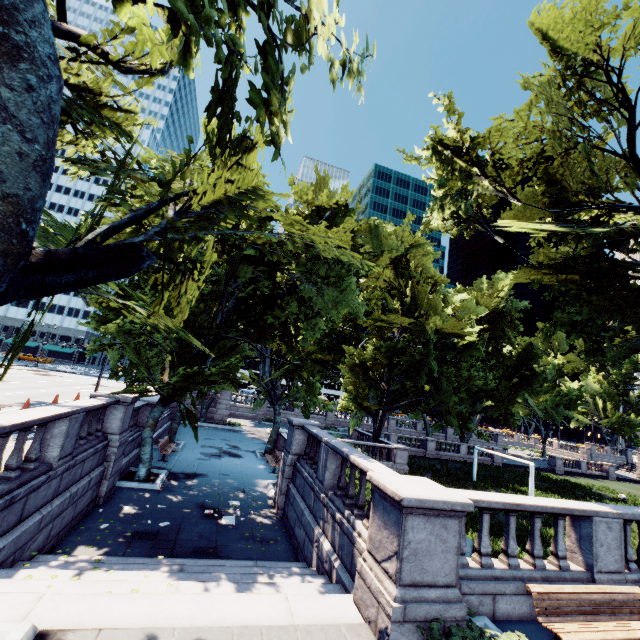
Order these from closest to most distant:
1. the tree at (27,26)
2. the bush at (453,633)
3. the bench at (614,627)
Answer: the tree at (27,26) < the bush at (453,633) < the bench at (614,627)

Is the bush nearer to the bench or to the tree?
the bench

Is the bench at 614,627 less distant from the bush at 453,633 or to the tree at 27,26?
the bush at 453,633

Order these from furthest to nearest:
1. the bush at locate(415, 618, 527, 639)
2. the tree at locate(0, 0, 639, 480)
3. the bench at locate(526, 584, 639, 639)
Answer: the bench at locate(526, 584, 639, 639) < the bush at locate(415, 618, 527, 639) < the tree at locate(0, 0, 639, 480)

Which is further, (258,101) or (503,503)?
(503,503)

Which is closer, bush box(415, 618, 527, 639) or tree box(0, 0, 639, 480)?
tree box(0, 0, 639, 480)

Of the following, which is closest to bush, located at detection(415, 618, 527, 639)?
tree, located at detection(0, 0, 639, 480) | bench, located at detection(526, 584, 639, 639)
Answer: bench, located at detection(526, 584, 639, 639)

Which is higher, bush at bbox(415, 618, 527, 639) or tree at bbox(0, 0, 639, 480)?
tree at bbox(0, 0, 639, 480)
